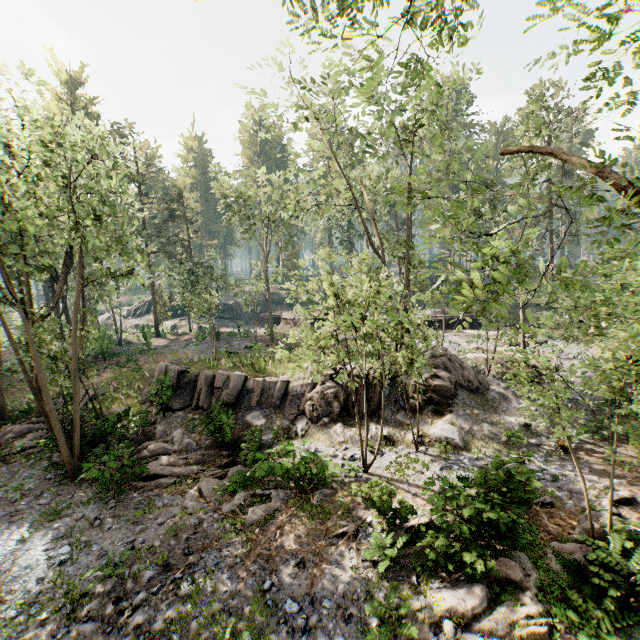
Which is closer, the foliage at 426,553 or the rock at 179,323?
the foliage at 426,553

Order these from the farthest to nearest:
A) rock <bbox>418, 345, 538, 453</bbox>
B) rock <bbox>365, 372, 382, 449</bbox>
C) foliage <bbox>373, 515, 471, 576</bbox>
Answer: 1. rock <bbox>365, 372, 382, 449</bbox>
2. rock <bbox>418, 345, 538, 453</bbox>
3. foliage <bbox>373, 515, 471, 576</bbox>

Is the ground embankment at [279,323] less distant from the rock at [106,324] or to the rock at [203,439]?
the rock at [106,324]

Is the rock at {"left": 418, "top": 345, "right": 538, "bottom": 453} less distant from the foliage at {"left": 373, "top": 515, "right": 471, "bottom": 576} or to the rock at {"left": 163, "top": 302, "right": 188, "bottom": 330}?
the foliage at {"left": 373, "top": 515, "right": 471, "bottom": 576}

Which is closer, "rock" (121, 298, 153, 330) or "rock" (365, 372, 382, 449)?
"rock" (365, 372, 382, 449)

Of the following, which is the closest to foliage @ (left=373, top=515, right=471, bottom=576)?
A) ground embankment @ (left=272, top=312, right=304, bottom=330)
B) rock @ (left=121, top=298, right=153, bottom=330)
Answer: ground embankment @ (left=272, top=312, right=304, bottom=330)

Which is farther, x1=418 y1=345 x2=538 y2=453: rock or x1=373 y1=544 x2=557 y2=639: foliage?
x1=418 y1=345 x2=538 y2=453: rock

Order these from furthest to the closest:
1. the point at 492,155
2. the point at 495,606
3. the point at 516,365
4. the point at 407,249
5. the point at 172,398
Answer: the point at 492,155, the point at 407,249, the point at 172,398, the point at 516,365, the point at 495,606
